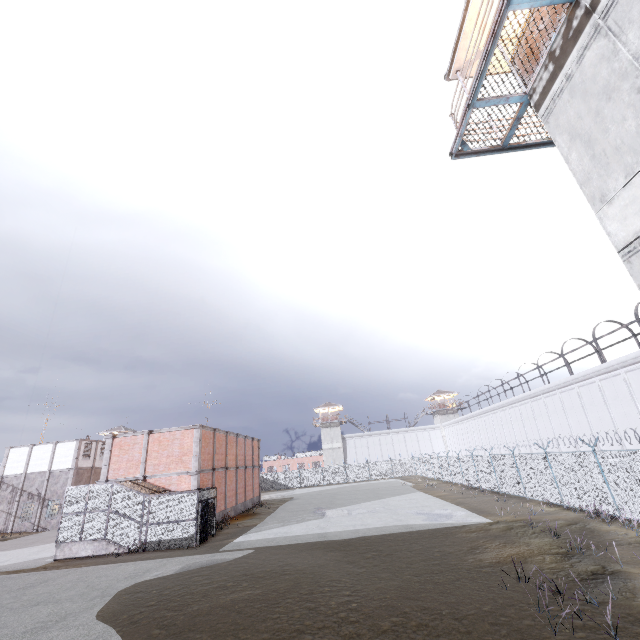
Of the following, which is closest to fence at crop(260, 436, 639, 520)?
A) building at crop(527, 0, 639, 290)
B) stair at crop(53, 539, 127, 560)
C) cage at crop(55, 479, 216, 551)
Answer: building at crop(527, 0, 639, 290)

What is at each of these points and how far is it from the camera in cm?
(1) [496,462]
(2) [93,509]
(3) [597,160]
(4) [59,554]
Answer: (1) fence, 2527
(2) cage, 1961
(3) building, 648
(4) stair, 1878

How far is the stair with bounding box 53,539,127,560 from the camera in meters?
18.7 m

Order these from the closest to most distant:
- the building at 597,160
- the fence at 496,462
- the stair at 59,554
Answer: the building at 597,160
the fence at 496,462
the stair at 59,554

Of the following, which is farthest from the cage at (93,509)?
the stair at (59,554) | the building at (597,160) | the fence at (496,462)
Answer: the building at (597,160)

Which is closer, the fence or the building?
the building

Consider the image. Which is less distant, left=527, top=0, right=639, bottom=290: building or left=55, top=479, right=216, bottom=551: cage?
left=527, top=0, right=639, bottom=290: building

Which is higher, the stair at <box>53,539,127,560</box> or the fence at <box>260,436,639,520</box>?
the fence at <box>260,436,639,520</box>
